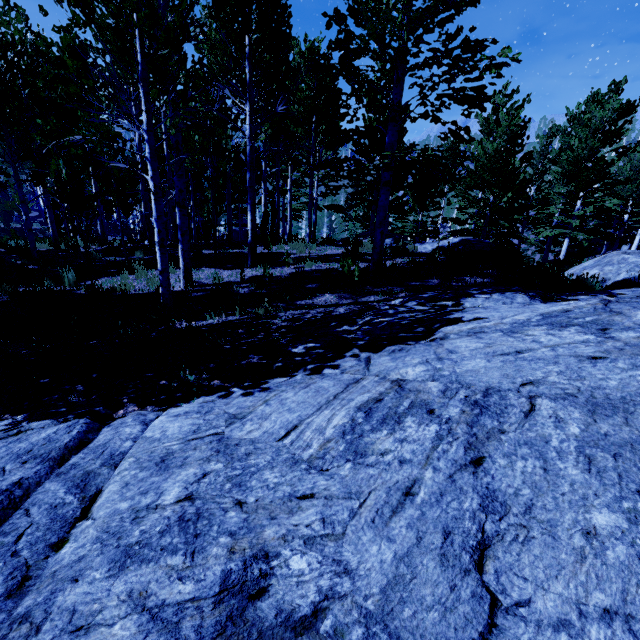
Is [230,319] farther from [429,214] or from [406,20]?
[429,214]

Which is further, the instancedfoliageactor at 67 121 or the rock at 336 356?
the instancedfoliageactor at 67 121

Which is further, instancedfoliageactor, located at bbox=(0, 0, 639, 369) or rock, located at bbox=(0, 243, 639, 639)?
instancedfoliageactor, located at bbox=(0, 0, 639, 369)
